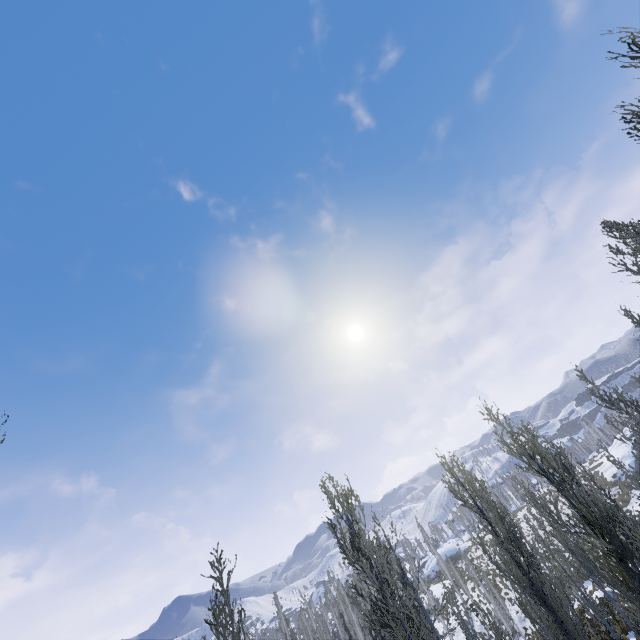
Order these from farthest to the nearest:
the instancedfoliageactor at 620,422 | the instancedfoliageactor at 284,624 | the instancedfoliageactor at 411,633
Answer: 1. the instancedfoliageactor at 284,624
2. the instancedfoliageactor at 620,422
3. the instancedfoliageactor at 411,633

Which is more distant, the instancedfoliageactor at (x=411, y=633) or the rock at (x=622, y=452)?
the rock at (x=622, y=452)

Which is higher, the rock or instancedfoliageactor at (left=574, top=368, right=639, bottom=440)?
instancedfoliageactor at (left=574, top=368, right=639, bottom=440)

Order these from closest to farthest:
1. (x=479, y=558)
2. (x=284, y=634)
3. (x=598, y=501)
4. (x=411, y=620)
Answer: (x=598, y=501) → (x=411, y=620) → (x=284, y=634) → (x=479, y=558)

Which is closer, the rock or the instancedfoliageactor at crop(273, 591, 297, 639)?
the instancedfoliageactor at crop(273, 591, 297, 639)

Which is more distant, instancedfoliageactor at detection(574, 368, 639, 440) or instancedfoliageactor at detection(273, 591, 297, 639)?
instancedfoliageactor at detection(273, 591, 297, 639)

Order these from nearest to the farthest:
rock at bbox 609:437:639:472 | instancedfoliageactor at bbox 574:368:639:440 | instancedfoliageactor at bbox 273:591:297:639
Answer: instancedfoliageactor at bbox 574:368:639:440, instancedfoliageactor at bbox 273:591:297:639, rock at bbox 609:437:639:472
